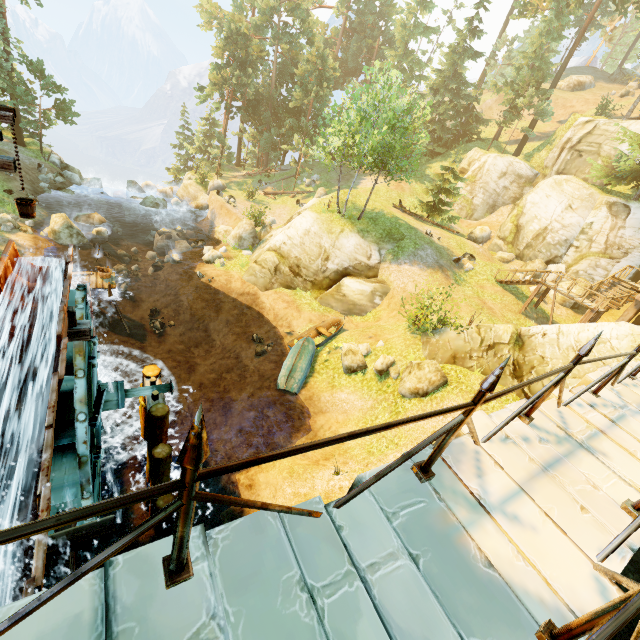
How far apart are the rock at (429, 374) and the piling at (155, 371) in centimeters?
909cm

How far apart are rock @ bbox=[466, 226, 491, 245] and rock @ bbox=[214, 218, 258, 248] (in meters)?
20.26

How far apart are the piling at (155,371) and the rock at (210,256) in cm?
1354

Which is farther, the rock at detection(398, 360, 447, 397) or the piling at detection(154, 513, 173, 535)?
the rock at detection(398, 360, 447, 397)

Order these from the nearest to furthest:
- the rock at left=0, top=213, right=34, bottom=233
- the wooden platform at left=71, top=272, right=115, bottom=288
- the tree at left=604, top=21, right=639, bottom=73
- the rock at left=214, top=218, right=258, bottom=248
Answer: the wooden platform at left=71, top=272, right=115, bottom=288, the rock at left=0, top=213, right=34, bottom=233, the rock at left=214, top=218, right=258, bottom=248, the tree at left=604, top=21, right=639, bottom=73

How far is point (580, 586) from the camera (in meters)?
2.69

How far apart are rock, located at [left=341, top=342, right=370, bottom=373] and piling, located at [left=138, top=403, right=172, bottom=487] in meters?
8.6

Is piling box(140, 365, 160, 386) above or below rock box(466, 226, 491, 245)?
below
